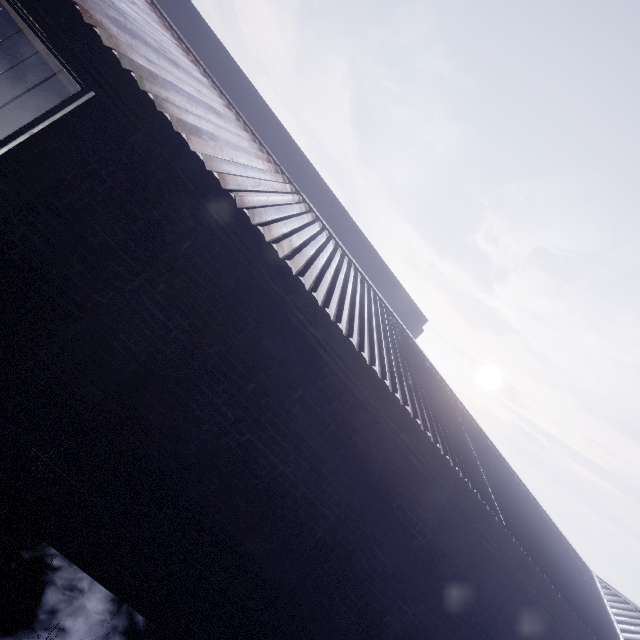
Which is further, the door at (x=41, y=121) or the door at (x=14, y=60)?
the door at (x=14, y=60)

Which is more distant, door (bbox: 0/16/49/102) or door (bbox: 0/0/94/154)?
door (bbox: 0/16/49/102)

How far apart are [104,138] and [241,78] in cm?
438
